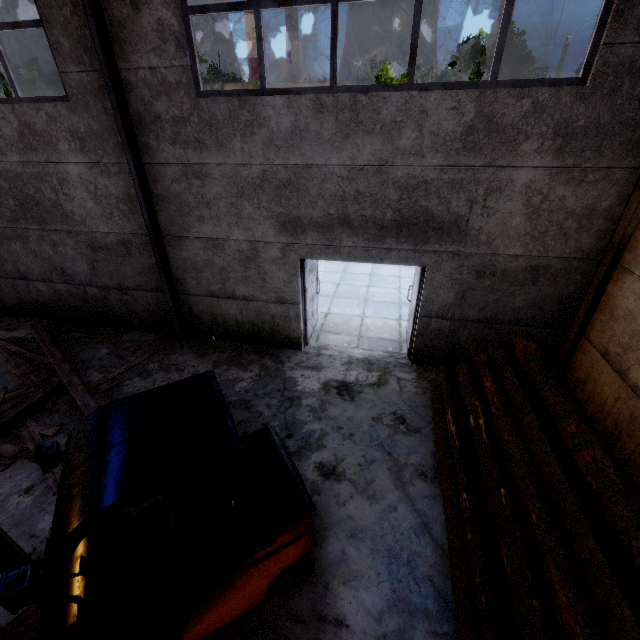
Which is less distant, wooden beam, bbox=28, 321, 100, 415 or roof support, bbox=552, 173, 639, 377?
roof support, bbox=552, 173, 639, 377

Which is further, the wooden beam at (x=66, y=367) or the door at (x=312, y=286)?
the door at (x=312, y=286)

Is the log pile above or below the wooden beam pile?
above

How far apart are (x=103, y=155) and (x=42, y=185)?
1.8m

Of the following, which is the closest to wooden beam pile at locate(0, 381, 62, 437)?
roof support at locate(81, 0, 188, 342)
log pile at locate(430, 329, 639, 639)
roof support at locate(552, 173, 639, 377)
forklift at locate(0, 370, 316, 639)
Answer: roof support at locate(81, 0, 188, 342)

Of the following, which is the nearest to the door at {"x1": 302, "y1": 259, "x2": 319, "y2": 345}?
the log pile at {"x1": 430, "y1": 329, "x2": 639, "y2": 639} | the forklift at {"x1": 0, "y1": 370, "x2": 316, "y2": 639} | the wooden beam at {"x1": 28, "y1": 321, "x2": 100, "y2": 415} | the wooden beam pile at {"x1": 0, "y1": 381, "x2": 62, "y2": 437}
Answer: the log pile at {"x1": 430, "y1": 329, "x2": 639, "y2": 639}

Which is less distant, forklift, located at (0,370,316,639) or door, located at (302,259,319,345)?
forklift, located at (0,370,316,639)

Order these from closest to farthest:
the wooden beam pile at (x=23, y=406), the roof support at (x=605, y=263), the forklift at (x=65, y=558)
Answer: the forklift at (x=65, y=558) < the roof support at (x=605, y=263) < the wooden beam pile at (x=23, y=406)
